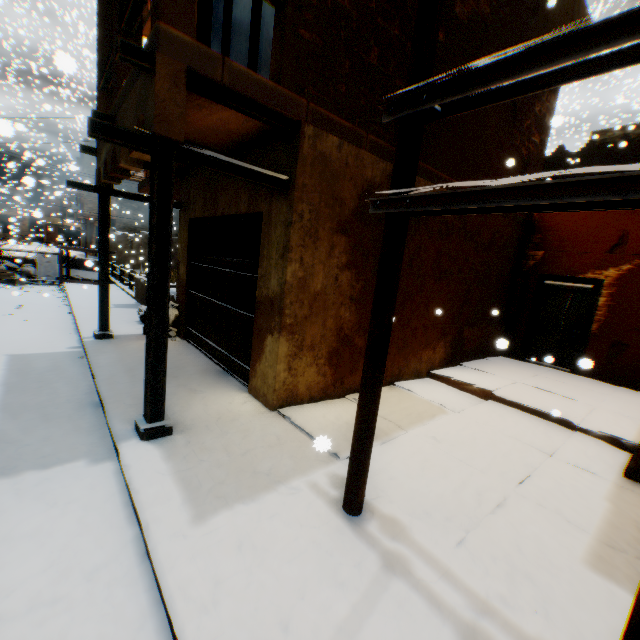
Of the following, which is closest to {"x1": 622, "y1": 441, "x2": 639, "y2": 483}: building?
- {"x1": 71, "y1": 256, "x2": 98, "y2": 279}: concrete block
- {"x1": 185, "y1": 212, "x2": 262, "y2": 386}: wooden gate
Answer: {"x1": 185, "y1": 212, "x2": 262, "y2": 386}: wooden gate

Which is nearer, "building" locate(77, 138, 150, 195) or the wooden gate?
"building" locate(77, 138, 150, 195)

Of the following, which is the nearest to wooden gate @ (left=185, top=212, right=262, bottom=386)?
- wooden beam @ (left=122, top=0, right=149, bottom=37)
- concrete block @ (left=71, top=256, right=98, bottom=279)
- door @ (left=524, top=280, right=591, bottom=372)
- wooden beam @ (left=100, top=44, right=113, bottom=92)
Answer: wooden beam @ (left=122, top=0, right=149, bottom=37)

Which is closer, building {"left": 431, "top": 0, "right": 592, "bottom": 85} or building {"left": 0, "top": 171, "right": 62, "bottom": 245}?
building {"left": 431, "top": 0, "right": 592, "bottom": 85}

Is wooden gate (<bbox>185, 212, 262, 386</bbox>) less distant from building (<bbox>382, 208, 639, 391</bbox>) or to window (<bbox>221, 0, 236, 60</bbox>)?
building (<bbox>382, 208, 639, 391</bbox>)

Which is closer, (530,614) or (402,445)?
(530,614)

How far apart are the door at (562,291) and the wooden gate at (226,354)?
7.94m

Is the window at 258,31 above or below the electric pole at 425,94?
above
